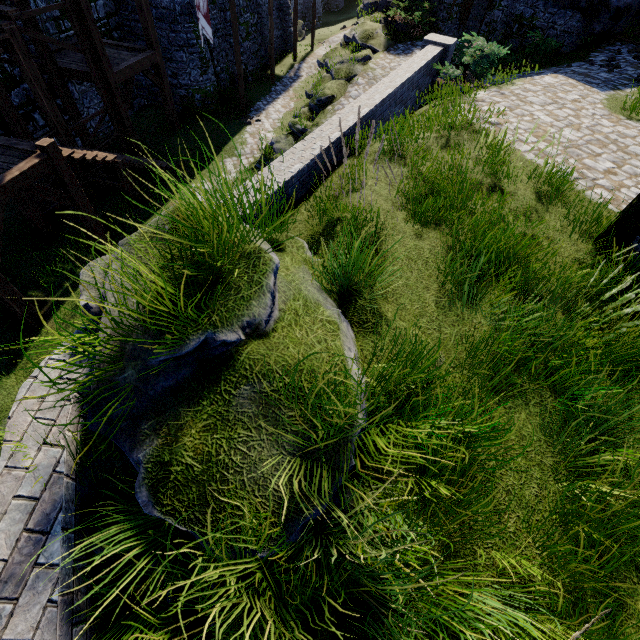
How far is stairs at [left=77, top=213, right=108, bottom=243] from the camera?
8.96m

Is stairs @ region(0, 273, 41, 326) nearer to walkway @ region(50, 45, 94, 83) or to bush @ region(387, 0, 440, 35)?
walkway @ region(50, 45, 94, 83)

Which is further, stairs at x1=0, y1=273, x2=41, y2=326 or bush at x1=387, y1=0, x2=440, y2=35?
bush at x1=387, y1=0, x2=440, y2=35

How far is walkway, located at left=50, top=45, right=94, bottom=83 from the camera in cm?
1080

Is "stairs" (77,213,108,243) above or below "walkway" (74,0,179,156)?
below

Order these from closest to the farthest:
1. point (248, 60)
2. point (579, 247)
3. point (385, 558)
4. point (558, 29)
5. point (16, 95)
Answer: point (385, 558) < point (579, 247) < point (16, 95) < point (558, 29) < point (248, 60)

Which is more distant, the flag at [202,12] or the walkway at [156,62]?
the flag at [202,12]

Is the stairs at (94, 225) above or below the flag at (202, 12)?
below
